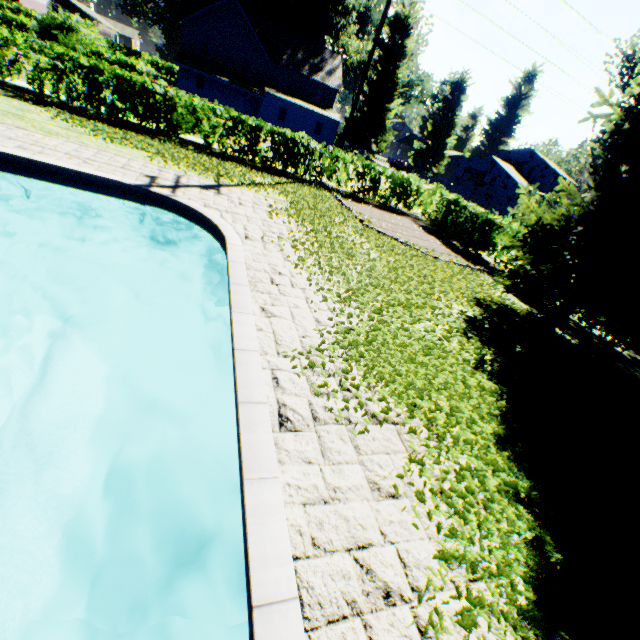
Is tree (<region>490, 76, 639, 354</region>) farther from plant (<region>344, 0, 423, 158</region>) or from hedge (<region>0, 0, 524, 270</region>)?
plant (<region>344, 0, 423, 158</region>)

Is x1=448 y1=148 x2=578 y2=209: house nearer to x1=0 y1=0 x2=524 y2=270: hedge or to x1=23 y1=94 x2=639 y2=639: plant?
x1=23 y1=94 x2=639 y2=639: plant

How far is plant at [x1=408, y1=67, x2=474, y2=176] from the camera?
49.16m

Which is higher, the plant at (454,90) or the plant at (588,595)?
the plant at (454,90)

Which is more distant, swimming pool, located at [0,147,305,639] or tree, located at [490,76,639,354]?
tree, located at [490,76,639,354]

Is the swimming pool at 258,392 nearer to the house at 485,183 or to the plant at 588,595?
the plant at 588,595

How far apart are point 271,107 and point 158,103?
32.6 meters

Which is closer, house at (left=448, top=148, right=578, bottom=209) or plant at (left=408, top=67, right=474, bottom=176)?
house at (left=448, top=148, right=578, bottom=209)
